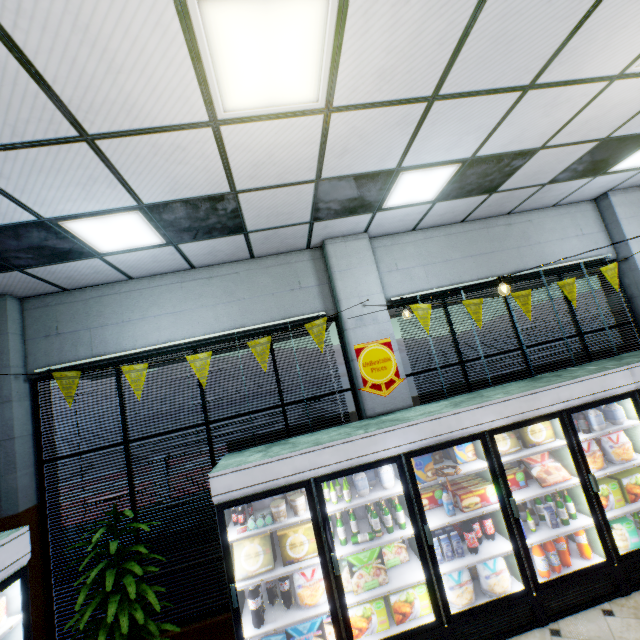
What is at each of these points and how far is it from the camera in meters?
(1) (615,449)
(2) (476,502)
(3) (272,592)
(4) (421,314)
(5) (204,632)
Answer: (1) bagged frozen food, 3.9
(2) boxed frozen food, 3.6
(3) soda bottle, 3.5
(4) banner sign, 4.8
(5) building, 4.0

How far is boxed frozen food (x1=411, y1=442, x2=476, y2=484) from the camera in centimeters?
356cm

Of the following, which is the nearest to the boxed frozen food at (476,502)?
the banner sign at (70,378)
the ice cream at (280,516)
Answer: Result: the ice cream at (280,516)

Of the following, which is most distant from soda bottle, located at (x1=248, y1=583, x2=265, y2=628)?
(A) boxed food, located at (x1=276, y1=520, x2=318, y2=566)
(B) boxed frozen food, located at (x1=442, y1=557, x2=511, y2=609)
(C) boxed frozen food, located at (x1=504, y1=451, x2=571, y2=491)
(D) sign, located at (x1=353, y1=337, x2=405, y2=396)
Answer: (C) boxed frozen food, located at (x1=504, y1=451, x2=571, y2=491)

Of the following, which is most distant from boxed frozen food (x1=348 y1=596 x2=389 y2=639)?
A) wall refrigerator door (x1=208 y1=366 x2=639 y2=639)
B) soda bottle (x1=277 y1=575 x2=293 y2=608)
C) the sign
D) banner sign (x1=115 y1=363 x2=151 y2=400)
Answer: banner sign (x1=115 y1=363 x2=151 y2=400)

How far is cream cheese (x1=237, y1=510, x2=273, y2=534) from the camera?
3.35m

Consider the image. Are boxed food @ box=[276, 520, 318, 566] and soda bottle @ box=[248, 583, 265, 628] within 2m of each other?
yes

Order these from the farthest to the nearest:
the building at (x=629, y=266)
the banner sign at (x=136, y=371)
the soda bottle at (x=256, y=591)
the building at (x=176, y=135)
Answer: the building at (x=629, y=266)
the banner sign at (x=136, y=371)
the soda bottle at (x=256, y=591)
the building at (x=176, y=135)
